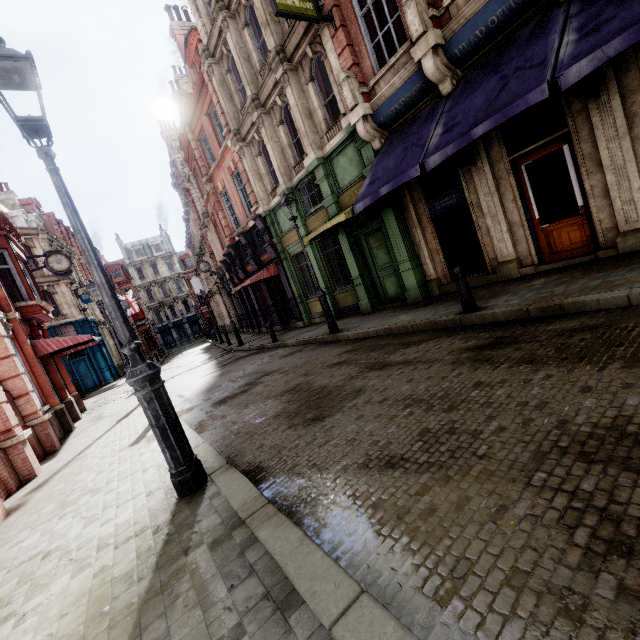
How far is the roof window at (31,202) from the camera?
33.4m

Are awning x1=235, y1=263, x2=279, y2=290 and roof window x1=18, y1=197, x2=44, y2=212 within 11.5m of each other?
no

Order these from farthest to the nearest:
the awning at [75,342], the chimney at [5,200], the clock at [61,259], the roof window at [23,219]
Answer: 1. the chimney at [5,200]
2. the roof window at [23,219]
3. the clock at [61,259]
4. the awning at [75,342]

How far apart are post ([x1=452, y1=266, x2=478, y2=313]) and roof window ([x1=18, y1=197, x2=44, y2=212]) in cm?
4360

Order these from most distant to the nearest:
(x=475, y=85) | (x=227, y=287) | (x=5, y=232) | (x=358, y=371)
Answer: (x=227, y=287), (x=5, y=232), (x=475, y=85), (x=358, y=371)

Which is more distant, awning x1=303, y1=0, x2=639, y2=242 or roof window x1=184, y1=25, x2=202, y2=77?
roof window x1=184, y1=25, x2=202, y2=77

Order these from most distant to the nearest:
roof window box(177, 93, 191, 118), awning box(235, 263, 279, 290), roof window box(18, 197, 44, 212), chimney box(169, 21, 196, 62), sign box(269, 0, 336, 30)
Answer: roof window box(18, 197, 44, 212) < roof window box(177, 93, 191, 118) < chimney box(169, 21, 196, 62) < awning box(235, 263, 279, 290) < sign box(269, 0, 336, 30)

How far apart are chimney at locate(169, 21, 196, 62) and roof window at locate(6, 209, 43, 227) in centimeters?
1872cm
